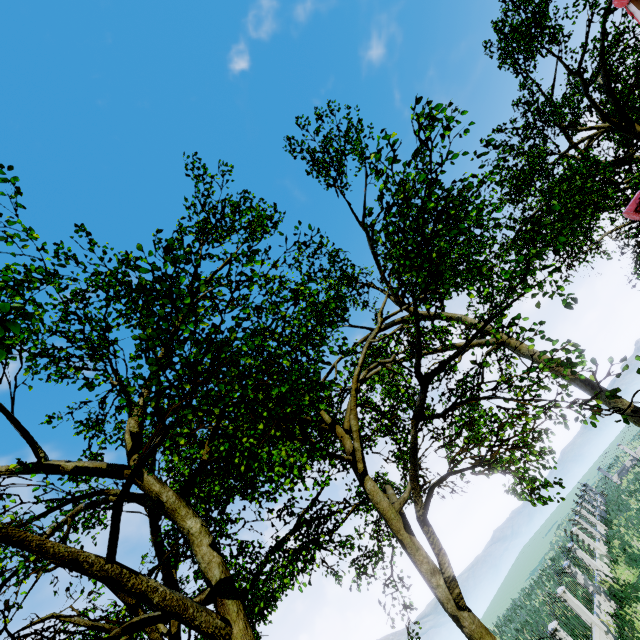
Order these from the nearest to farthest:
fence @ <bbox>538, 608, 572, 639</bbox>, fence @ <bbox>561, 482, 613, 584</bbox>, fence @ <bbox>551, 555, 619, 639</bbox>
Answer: fence @ <bbox>538, 608, 572, 639</bbox> → fence @ <bbox>551, 555, 619, 639</bbox> → fence @ <bbox>561, 482, 613, 584</bbox>

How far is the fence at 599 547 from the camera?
17.7 meters

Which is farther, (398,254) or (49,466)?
(49,466)

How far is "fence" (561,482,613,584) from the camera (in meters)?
17.67

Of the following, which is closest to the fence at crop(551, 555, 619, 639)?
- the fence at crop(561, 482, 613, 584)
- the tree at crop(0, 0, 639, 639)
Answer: the tree at crop(0, 0, 639, 639)

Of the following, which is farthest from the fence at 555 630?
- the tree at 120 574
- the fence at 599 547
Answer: the fence at 599 547
